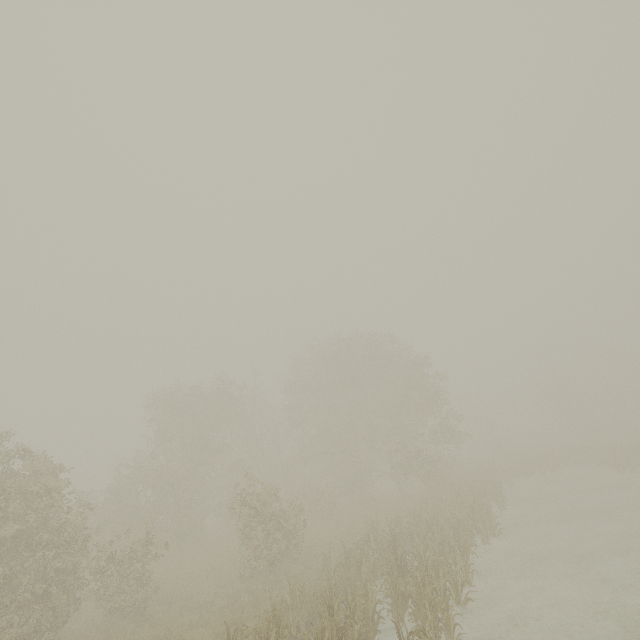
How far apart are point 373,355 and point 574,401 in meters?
36.8 m
